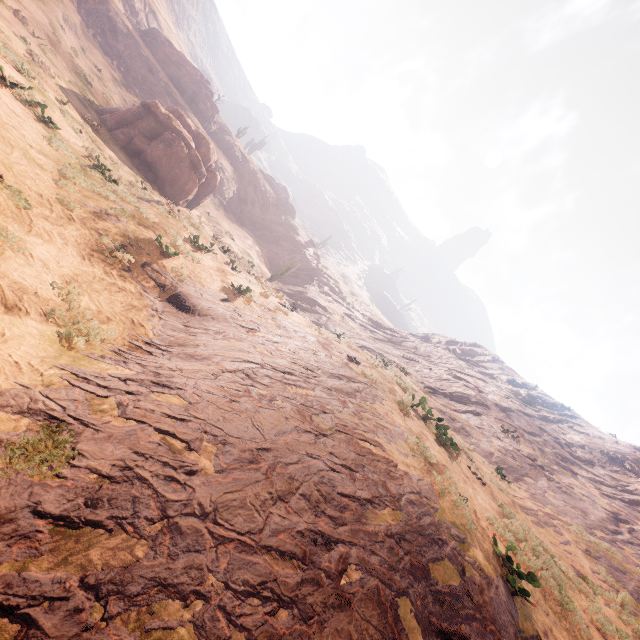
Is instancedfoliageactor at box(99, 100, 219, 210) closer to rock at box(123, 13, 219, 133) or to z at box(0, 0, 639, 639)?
z at box(0, 0, 639, 639)

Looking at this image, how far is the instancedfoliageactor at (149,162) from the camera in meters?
22.0

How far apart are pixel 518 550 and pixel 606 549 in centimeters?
975cm

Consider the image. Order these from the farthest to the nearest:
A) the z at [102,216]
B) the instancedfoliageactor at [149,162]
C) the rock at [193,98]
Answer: the rock at [193,98], the instancedfoliageactor at [149,162], the z at [102,216]

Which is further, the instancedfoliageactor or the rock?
the rock

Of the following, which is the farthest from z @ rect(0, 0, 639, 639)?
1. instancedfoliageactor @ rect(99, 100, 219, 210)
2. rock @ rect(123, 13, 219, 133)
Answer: rock @ rect(123, 13, 219, 133)
